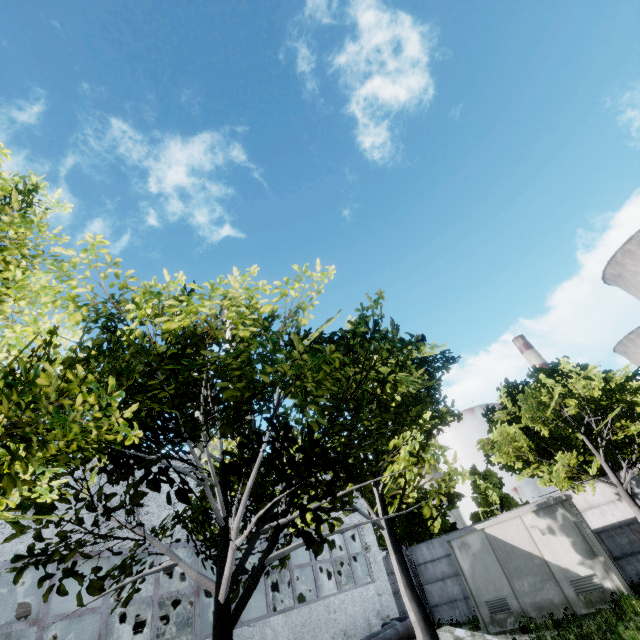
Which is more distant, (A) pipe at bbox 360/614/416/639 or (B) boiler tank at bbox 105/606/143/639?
(B) boiler tank at bbox 105/606/143/639

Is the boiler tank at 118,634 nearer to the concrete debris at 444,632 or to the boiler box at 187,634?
the boiler box at 187,634

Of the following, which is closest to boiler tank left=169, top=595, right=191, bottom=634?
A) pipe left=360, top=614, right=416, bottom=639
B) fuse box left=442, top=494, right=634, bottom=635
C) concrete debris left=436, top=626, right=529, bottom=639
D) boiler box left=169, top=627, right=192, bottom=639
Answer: boiler box left=169, top=627, right=192, bottom=639

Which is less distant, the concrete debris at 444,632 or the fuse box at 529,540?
the concrete debris at 444,632

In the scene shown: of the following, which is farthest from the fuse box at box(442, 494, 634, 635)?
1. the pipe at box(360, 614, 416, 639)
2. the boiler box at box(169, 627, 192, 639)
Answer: the boiler box at box(169, 627, 192, 639)

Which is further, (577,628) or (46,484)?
(577,628)

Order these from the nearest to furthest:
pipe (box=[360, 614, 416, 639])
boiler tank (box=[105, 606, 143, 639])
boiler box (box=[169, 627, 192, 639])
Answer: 1. boiler box (box=[169, 627, 192, 639])
2. pipe (box=[360, 614, 416, 639])
3. boiler tank (box=[105, 606, 143, 639])

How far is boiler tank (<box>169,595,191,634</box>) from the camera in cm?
Answer: 1716
